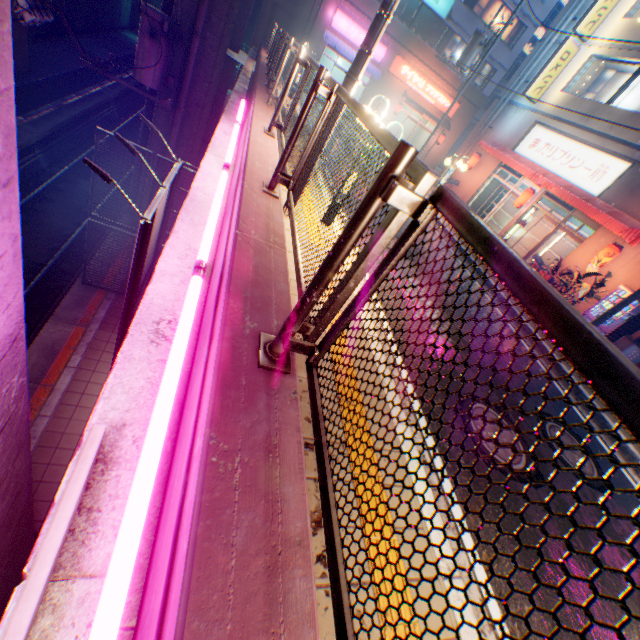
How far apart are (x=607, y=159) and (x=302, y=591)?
18.4m

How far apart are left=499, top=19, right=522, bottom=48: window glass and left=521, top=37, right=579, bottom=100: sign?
13.0 meters

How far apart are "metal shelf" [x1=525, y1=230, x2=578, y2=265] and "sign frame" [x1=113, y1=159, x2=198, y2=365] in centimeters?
1556cm

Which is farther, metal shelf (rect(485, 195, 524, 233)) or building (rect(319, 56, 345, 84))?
building (rect(319, 56, 345, 84))

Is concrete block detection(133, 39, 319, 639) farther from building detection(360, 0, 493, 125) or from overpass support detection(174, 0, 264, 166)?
overpass support detection(174, 0, 264, 166)

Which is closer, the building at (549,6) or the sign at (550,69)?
the sign at (550,69)

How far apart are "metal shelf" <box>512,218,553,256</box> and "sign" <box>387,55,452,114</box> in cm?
1624

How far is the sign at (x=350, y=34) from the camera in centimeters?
2298cm
